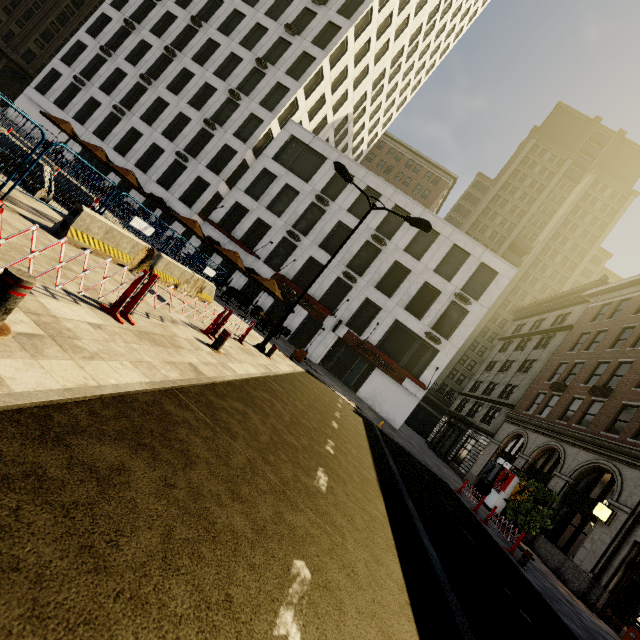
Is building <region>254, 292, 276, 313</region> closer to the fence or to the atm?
the atm

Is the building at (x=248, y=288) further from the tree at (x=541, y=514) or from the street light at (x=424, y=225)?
the tree at (x=541, y=514)

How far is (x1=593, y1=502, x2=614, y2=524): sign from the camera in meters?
14.1 m

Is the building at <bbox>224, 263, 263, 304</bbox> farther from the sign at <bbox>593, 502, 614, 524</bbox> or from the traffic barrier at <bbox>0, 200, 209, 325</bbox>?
the traffic barrier at <bbox>0, 200, 209, 325</bbox>

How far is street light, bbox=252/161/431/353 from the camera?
12.5m

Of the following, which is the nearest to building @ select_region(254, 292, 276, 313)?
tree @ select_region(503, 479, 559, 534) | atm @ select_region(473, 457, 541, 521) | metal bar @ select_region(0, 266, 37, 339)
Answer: atm @ select_region(473, 457, 541, 521)

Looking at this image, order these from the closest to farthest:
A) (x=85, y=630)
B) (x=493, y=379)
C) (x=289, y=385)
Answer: (x=85, y=630)
(x=289, y=385)
(x=493, y=379)

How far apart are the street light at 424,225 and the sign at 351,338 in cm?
1380
